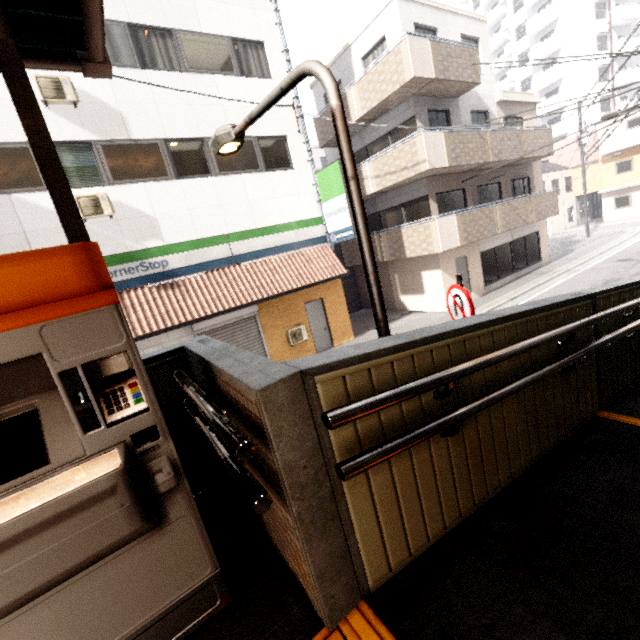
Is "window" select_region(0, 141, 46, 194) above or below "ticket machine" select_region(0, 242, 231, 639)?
above

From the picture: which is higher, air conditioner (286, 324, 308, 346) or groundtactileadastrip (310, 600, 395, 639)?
groundtactileadastrip (310, 600, 395, 639)

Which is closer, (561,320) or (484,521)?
(484,521)

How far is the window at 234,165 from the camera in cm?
1018

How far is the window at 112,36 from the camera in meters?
8.6

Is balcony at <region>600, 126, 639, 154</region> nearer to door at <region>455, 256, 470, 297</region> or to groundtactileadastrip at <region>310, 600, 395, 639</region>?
door at <region>455, 256, 470, 297</region>

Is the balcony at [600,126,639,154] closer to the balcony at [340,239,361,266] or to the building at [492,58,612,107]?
the building at [492,58,612,107]

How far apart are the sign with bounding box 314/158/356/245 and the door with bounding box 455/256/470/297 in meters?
5.4 m
